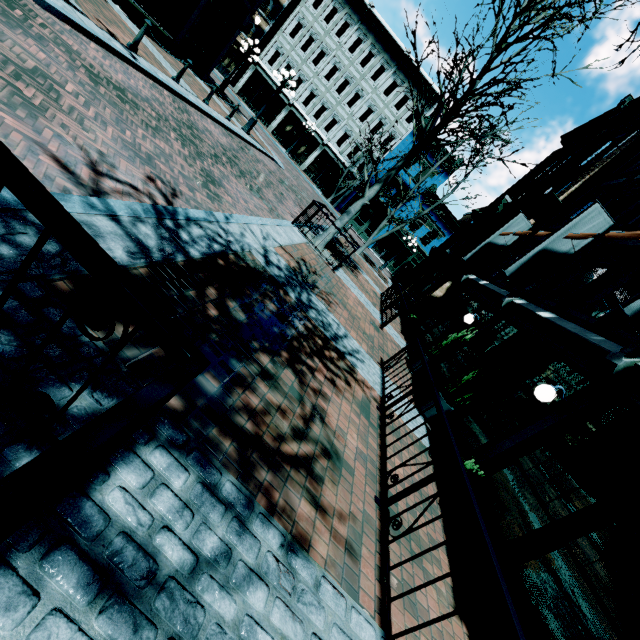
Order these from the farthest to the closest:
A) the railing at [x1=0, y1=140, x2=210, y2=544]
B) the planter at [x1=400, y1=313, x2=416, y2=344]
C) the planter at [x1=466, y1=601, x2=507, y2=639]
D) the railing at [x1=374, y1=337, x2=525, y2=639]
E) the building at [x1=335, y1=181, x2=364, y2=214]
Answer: the building at [x1=335, y1=181, x2=364, y2=214] < the planter at [x1=400, y1=313, x2=416, y2=344] < the planter at [x1=466, y1=601, x2=507, y2=639] < the railing at [x1=374, y1=337, x2=525, y2=639] < the railing at [x1=0, y1=140, x2=210, y2=544]

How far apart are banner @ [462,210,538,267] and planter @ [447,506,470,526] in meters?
10.4 m

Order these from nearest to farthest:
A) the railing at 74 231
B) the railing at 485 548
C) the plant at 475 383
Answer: the railing at 74 231 < the railing at 485 548 < the plant at 475 383

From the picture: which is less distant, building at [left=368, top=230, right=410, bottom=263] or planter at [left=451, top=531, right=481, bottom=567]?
planter at [left=451, top=531, right=481, bottom=567]

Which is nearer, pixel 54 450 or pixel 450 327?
pixel 54 450

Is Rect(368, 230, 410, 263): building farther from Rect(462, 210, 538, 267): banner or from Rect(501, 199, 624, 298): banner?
Rect(501, 199, 624, 298): banner

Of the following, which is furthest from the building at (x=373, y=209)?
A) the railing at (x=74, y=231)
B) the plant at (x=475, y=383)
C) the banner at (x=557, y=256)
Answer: the railing at (x=74, y=231)

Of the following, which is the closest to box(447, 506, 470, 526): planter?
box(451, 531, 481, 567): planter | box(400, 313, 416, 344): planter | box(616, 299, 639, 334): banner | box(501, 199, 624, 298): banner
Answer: box(451, 531, 481, 567): planter
